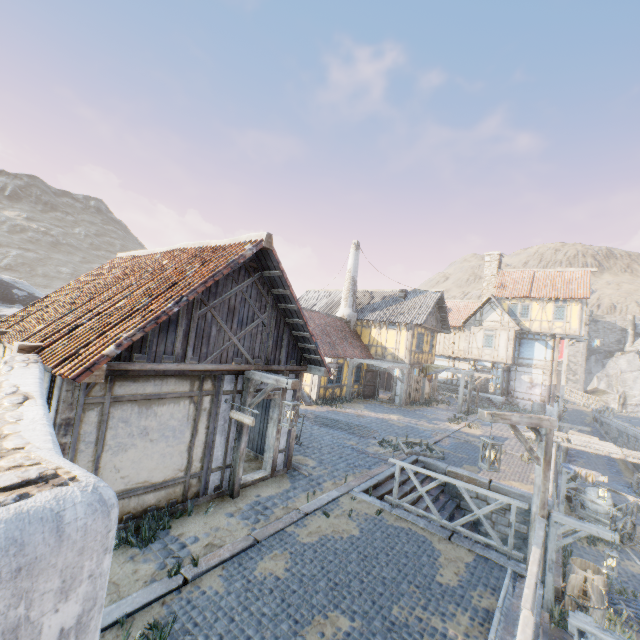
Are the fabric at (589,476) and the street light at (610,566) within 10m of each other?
yes

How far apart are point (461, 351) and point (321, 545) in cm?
2935

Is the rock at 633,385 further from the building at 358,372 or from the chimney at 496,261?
the chimney at 496,261

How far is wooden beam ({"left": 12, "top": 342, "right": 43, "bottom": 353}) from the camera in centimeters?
566cm

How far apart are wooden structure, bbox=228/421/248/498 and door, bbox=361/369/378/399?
16.55m

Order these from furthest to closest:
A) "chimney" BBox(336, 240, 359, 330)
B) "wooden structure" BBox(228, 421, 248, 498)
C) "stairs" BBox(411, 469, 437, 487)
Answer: "chimney" BBox(336, 240, 359, 330)
"stairs" BBox(411, 469, 437, 487)
"wooden structure" BBox(228, 421, 248, 498)

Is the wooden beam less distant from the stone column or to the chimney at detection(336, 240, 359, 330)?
the stone column

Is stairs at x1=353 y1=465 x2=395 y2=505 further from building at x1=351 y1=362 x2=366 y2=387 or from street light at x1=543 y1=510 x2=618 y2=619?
building at x1=351 y1=362 x2=366 y2=387
